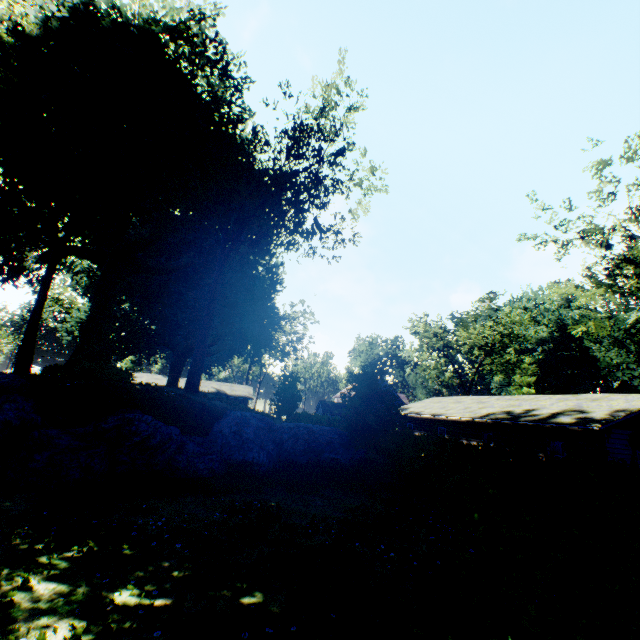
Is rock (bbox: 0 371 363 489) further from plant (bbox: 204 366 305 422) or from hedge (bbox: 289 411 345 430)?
hedge (bbox: 289 411 345 430)

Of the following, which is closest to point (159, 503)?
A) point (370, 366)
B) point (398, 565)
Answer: point (398, 565)

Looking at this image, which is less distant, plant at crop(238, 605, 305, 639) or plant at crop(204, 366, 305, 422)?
plant at crop(238, 605, 305, 639)

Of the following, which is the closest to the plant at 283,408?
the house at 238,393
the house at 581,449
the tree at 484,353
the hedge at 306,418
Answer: the hedge at 306,418

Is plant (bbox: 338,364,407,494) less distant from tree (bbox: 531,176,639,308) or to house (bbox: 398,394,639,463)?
tree (bbox: 531,176,639,308)

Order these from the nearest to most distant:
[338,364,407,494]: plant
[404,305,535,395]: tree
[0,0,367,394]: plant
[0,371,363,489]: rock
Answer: [0,371,363,489]: rock
[338,364,407,494]: plant
[0,0,367,394]: plant
[404,305,535,395]: tree

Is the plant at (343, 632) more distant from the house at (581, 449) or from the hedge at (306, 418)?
the house at (581, 449)

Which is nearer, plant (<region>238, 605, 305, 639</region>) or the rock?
plant (<region>238, 605, 305, 639</region>)
